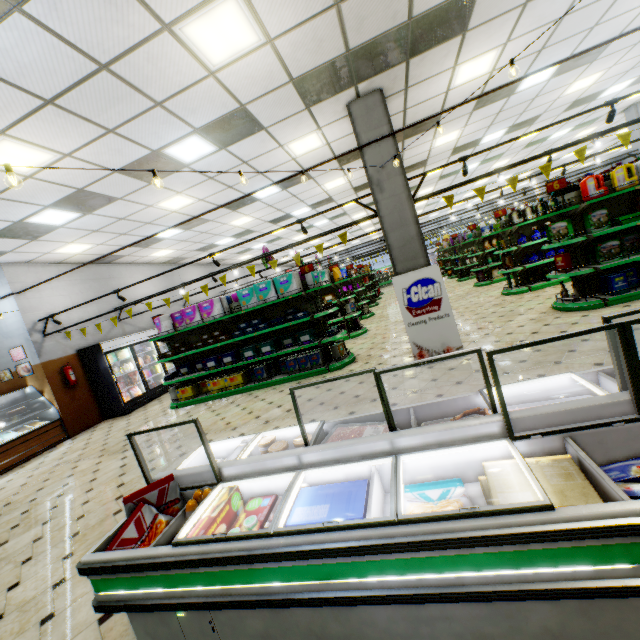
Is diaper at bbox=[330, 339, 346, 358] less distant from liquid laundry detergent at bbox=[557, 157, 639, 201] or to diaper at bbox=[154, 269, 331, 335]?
diaper at bbox=[154, 269, 331, 335]

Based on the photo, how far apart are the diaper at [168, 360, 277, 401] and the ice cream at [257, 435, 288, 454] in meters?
5.0 m

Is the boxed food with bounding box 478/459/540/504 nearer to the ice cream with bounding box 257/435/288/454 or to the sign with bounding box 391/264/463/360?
the ice cream with bounding box 257/435/288/454

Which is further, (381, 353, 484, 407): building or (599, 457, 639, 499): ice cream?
(381, 353, 484, 407): building

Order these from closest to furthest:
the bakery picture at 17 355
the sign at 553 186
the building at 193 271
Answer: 1. the sign at 553 186
2. the bakery picture at 17 355
3. the building at 193 271

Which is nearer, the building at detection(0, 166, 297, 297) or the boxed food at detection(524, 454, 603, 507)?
the boxed food at detection(524, 454, 603, 507)

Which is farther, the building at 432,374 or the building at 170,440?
the building at 170,440

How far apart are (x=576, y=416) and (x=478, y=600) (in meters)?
1.00
